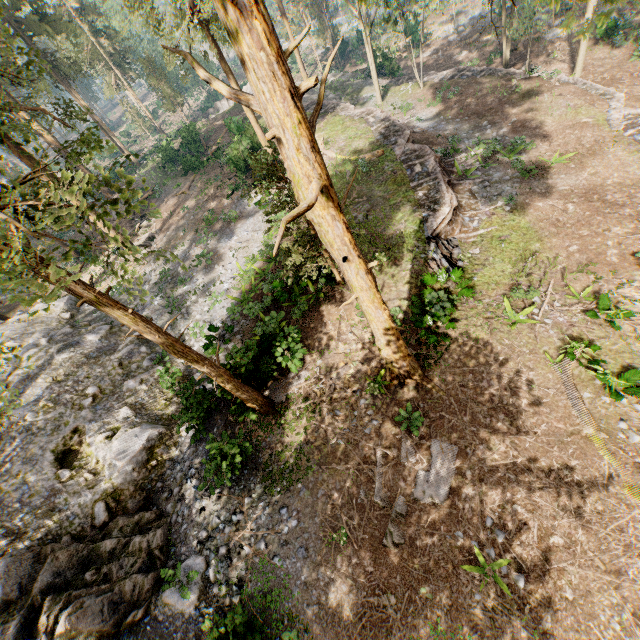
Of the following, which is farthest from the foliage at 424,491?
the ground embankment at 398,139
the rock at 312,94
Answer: the ground embankment at 398,139

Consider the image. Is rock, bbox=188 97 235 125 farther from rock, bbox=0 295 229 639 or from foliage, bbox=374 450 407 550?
rock, bbox=0 295 229 639

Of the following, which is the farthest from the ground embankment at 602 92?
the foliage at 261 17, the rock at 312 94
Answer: the rock at 312 94

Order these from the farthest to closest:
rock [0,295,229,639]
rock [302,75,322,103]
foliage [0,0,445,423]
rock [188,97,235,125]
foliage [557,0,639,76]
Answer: rock [188,97,235,125] → rock [302,75,322,103] → rock [0,295,229,639] → foliage [0,0,445,423] → foliage [557,0,639,76]

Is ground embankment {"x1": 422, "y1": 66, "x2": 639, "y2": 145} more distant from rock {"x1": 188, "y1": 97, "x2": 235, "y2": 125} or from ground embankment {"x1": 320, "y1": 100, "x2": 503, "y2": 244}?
ground embankment {"x1": 320, "y1": 100, "x2": 503, "y2": 244}

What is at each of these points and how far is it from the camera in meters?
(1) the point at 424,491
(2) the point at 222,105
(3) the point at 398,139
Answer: (1) foliage, 9.9
(2) rock, 45.5
(3) ground embankment, 21.8

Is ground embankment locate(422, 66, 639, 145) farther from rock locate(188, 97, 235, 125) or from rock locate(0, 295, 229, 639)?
rock locate(0, 295, 229, 639)

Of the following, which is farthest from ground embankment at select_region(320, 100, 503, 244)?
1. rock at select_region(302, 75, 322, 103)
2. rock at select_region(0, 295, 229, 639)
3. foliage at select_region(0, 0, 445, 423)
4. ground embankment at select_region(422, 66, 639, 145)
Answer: rock at select_region(0, 295, 229, 639)
